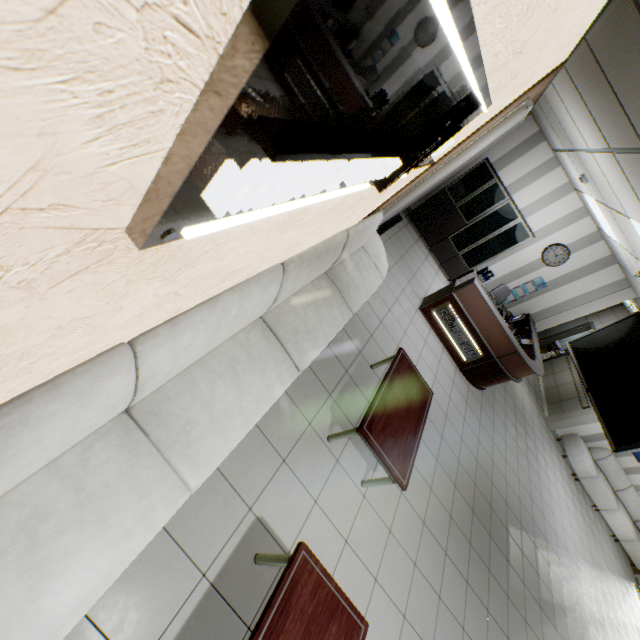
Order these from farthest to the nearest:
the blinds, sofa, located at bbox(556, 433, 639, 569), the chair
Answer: sofa, located at bbox(556, 433, 639, 569)
the chair
the blinds

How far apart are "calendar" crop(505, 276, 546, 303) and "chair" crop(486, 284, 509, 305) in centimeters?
54cm

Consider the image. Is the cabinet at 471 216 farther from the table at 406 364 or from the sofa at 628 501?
the sofa at 628 501

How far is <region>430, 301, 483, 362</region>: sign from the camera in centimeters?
634cm

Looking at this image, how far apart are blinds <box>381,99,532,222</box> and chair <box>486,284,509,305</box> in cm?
297

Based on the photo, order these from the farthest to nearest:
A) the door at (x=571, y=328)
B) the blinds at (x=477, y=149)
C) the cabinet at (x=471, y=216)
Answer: the door at (x=571, y=328)
the cabinet at (x=471, y=216)
the blinds at (x=477, y=149)

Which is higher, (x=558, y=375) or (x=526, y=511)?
(x=558, y=375)

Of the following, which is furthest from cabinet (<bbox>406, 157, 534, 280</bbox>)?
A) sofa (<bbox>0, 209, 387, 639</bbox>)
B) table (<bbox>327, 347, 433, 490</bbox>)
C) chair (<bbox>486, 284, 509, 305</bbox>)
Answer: table (<bbox>327, 347, 433, 490</bbox>)
